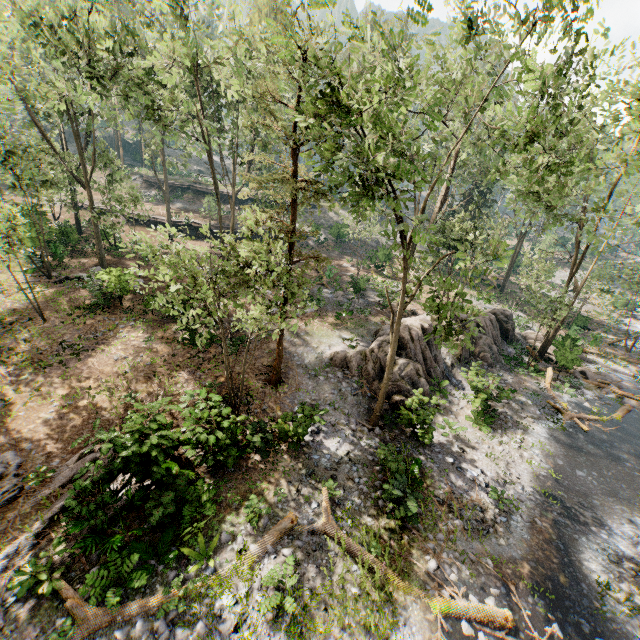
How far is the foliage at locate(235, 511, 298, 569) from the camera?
9.81m

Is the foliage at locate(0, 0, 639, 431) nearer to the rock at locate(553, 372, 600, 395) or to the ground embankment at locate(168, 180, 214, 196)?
the rock at locate(553, 372, 600, 395)

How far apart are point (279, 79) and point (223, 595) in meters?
31.5 m

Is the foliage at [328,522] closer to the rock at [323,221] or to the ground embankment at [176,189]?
the rock at [323,221]

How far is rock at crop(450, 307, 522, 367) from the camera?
22.9 meters

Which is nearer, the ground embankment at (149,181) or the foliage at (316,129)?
the foliage at (316,129)

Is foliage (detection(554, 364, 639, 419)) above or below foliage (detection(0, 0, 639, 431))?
below

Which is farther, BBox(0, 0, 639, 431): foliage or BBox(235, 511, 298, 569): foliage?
BBox(235, 511, 298, 569): foliage
